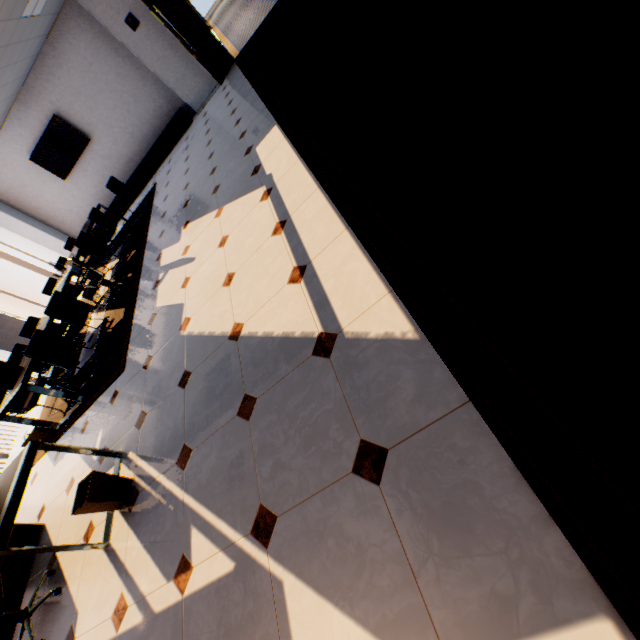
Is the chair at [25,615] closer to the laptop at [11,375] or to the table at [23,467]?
the table at [23,467]

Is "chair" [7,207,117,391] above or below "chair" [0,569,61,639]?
above

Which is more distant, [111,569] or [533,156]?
[111,569]

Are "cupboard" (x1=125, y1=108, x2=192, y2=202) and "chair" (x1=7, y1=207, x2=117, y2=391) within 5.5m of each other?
yes

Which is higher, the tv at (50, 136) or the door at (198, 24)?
the tv at (50, 136)

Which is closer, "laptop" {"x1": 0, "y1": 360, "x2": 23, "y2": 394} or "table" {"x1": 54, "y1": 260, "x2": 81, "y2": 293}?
"laptop" {"x1": 0, "y1": 360, "x2": 23, "y2": 394}

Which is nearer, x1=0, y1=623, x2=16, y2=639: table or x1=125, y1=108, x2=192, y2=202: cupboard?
x1=0, y1=623, x2=16, y2=639: table

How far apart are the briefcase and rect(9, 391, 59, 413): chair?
0.51m
